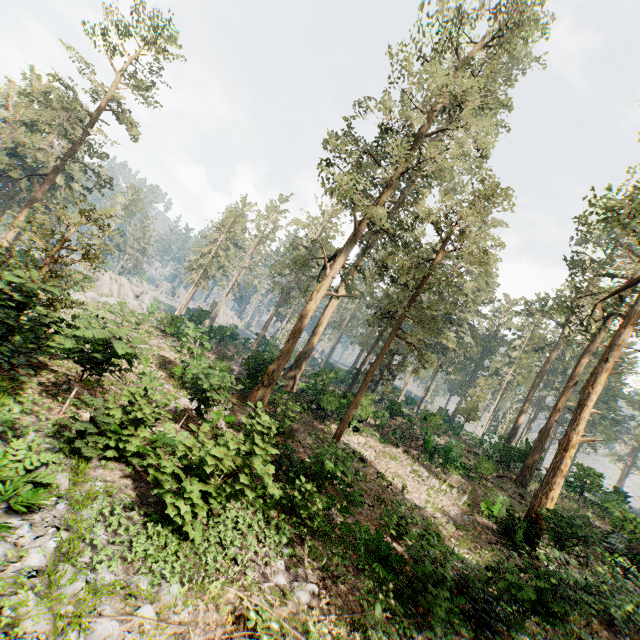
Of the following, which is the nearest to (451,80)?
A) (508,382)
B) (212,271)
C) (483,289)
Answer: (483,289)

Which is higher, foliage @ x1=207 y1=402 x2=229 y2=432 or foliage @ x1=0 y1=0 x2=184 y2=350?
foliage @ x1=0 y1=0 x2=184 y2=350

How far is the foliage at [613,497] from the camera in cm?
1952

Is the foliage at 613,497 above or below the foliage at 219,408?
above

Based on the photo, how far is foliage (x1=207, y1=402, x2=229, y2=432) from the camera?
11.5m

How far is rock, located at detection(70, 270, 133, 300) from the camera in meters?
39.4 m

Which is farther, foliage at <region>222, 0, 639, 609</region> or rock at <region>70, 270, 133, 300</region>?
rock at <region>70, 270, 133, 300</region>
